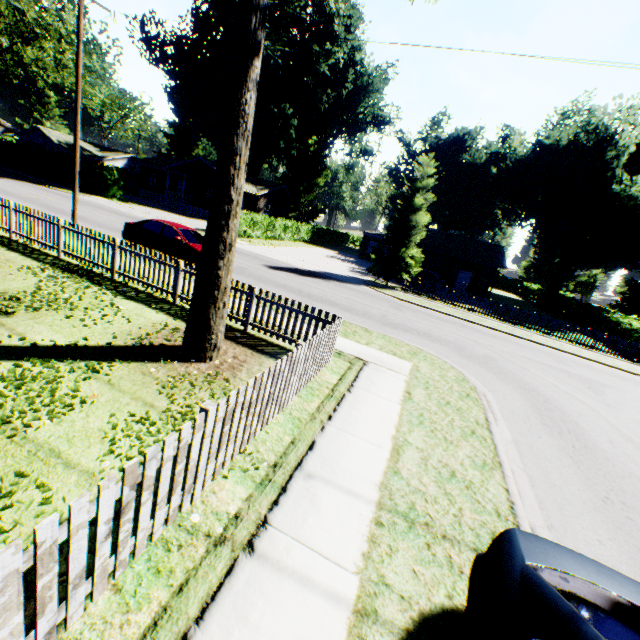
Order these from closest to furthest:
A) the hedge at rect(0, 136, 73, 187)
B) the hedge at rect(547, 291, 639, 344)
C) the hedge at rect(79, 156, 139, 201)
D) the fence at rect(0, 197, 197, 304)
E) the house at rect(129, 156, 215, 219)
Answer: the fence at rect(0, 197, 197, 304), the hedge at rect(547, 291, 639, 344), the hedge at rect(79, 156, 139, 201), the hedge at rect(0, 136, 73, 187), the house at rect(129, 156, 215, 219)

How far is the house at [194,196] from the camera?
37.9 meters

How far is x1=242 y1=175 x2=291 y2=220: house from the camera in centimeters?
4150cm

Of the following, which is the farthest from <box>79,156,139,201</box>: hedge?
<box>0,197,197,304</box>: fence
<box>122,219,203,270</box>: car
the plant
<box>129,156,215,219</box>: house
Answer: the plant

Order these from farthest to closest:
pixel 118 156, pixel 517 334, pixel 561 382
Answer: pixel 118 156, pixel 517 334, pixel 561 382

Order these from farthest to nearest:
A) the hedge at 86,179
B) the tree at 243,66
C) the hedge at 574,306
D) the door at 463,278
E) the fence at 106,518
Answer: the door at 463,278 < the hedge at 86,179 < the hedge at 574,306 < the tree at 243,66 < the fence at 106,518

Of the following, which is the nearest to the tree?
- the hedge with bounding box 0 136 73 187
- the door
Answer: the door
